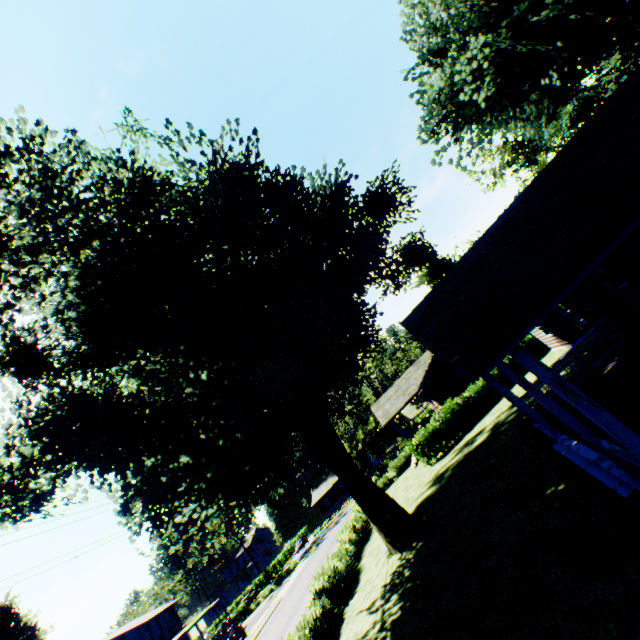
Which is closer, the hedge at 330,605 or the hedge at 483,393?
the hedge at 330,605

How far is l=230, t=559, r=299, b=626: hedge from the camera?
45.5 meters

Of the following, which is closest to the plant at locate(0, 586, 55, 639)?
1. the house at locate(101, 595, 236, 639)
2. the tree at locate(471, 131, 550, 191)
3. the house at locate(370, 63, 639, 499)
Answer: the house at locate(101, 595, 236, 639)

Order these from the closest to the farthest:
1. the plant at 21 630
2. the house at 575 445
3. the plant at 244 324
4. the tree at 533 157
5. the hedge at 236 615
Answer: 1. the house at 575 445
2. the plant at 244 324
3. the tree at 533 157
4. the plant at 21 630
5. the hedge at 236 615

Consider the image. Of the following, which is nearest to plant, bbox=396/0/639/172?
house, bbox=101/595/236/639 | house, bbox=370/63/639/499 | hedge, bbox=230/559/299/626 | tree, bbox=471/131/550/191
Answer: house, bbox=101/595/236/639

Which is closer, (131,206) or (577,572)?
(577,572)

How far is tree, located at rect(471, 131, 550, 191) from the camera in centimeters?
3988cm

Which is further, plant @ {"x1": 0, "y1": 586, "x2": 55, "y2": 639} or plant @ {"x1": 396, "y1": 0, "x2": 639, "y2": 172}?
plant @ {"x1": 0, "y1": 586, "x2": 55, "y2": 639}
